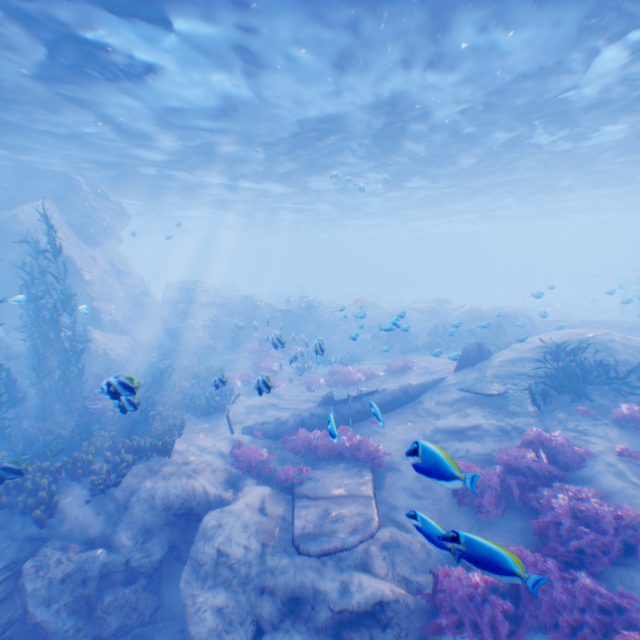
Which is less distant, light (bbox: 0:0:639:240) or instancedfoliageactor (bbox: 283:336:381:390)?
light (bbox: 0:0:639:240)

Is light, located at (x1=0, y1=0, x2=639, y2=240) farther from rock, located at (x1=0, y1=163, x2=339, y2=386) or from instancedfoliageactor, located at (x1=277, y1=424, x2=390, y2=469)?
instancedfoliageactor, located at (x1=277, y1=424, x2=390, y2=469)

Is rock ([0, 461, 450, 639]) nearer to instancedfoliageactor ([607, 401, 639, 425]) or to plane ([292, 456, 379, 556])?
plane ([292, 456, 379, 556])

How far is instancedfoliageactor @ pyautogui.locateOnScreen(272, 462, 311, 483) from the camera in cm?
913

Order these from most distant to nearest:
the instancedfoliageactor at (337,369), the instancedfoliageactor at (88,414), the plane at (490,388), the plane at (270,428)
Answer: the instancedfoliageactor at (337,369), the plane at (270,428), the plane at (490,388), the instancedfoliageactor at (88,414)

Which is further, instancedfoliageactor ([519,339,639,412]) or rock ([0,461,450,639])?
instancedfoliageactor ([519,339,639,412])

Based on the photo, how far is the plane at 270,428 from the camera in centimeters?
1191cm

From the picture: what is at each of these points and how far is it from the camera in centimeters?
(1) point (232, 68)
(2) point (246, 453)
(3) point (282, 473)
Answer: (1) light, 1061cm
(2) instancedfoliageactor, 1014cm
(3) instancedfoliageactor, 909cm
